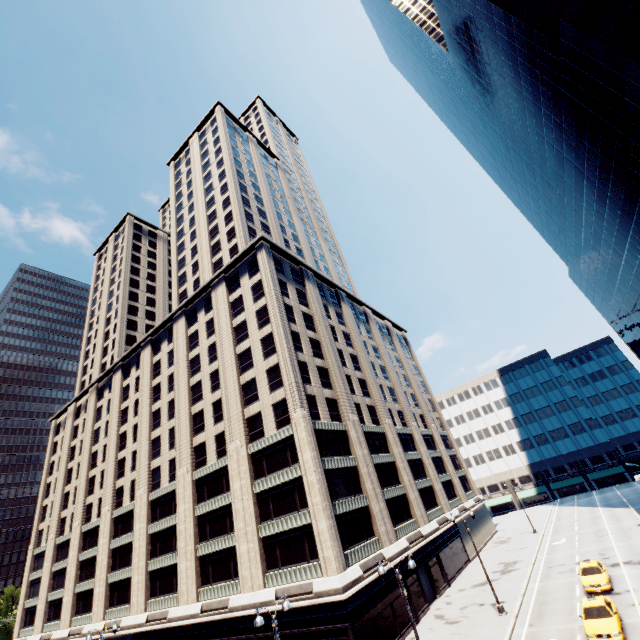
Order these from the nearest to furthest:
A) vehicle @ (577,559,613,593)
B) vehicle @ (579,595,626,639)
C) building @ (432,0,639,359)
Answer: vehicle @ (579,595,626,639), vehicle @ (577,559,613,593), building @ (432,0,639,359)

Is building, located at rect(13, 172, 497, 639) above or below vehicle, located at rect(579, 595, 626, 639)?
above

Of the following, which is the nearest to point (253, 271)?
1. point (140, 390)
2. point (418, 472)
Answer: point (140, 390)

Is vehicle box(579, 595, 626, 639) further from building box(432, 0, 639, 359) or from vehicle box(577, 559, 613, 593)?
building box(432, 0, 639, 359)

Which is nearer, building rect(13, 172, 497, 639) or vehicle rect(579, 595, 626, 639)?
vehicle rect(579, 595, 626, 639)

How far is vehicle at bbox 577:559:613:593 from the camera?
24.78m

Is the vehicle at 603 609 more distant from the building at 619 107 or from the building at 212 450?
the building at 619 107

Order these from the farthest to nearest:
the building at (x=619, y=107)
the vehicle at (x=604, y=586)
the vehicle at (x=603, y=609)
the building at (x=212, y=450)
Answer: the building at (x=212, y=450) → the building at (x=619, y=107) → the vehicle at (x=604, y=586) → the vehicle at (x=603, y=609)
